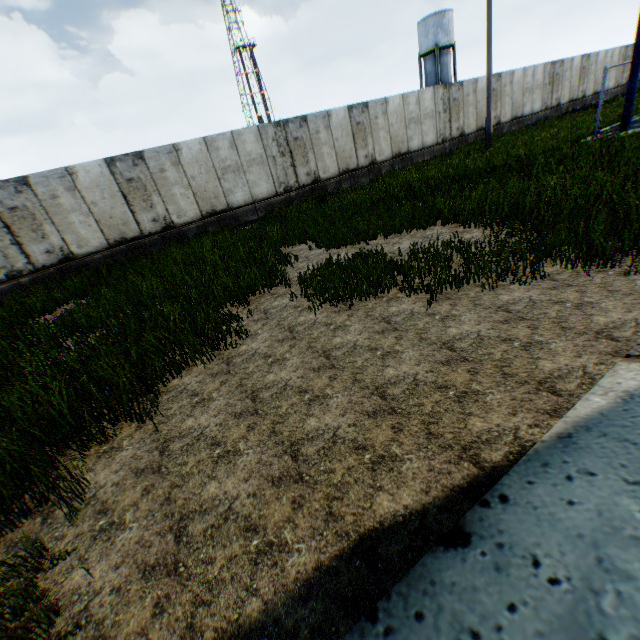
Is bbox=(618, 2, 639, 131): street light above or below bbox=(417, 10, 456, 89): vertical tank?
below

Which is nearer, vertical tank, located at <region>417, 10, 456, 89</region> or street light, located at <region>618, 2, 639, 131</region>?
street light, located at <region>618, 2, 639, 131</region>

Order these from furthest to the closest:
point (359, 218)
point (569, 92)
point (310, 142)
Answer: point (569, 92) → point (310, 142) → point (359, 218)

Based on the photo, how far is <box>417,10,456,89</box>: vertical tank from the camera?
37.2 meters

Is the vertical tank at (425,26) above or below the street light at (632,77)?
above

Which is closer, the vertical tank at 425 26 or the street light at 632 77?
the street light at 632 77
